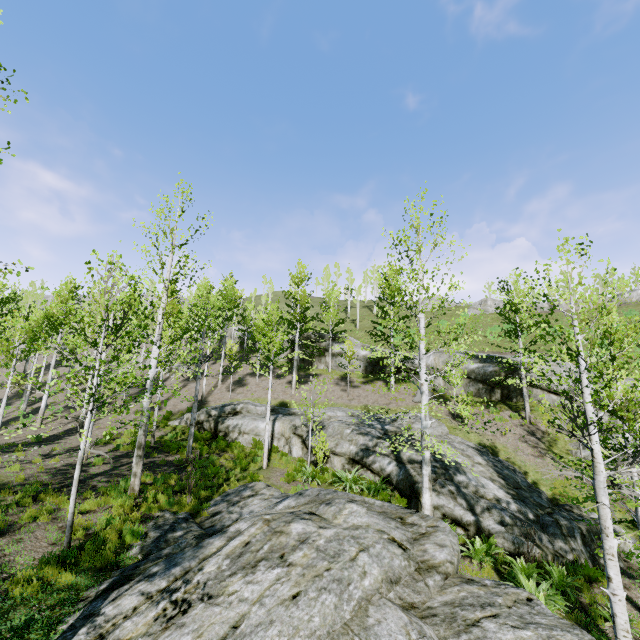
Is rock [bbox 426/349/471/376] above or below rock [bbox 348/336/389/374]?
above

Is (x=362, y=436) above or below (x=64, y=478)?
above

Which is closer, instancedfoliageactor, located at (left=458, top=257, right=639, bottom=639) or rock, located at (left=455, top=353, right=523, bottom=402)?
instancedfoliageactor, located at (left=458, top=257, right=639, bottom=639)

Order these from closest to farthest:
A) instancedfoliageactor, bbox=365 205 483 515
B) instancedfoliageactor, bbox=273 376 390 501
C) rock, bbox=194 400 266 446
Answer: instancedfoliageactor, bbox=365 205 483 515 → instancedfoliageactor, bbox=273 376 390 501 → rock, bbox=194 400 266 446

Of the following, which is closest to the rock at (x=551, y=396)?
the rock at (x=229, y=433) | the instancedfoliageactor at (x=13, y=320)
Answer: the rock at (x=229, y=433)

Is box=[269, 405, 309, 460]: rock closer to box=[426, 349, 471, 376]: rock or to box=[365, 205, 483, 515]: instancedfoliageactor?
box=[365, 205, 483, 515]: instancedfoliageactor

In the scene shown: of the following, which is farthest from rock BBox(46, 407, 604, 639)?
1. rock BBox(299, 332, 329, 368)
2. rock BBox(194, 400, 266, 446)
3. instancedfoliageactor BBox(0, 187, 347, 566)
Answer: rock BBox(299, 332, 329, 368)

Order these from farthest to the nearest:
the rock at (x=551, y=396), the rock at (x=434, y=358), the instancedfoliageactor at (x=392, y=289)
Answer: the rock at (x=434, y=358)
the rock at (x=551, y=396)
the instancedfoliageactor at (x=392, y=289)
